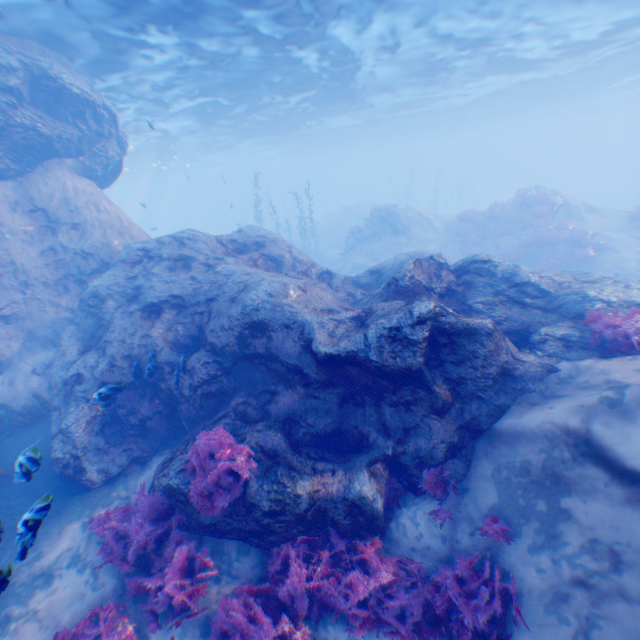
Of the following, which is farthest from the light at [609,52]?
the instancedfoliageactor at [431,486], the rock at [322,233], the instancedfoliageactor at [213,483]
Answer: the rock at [322,233]

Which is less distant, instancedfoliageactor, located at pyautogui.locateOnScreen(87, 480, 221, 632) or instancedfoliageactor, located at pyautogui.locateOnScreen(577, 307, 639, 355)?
instancedfoliageactor, located at pyautogui.locateOnScreen(87, 480, 221, 632)

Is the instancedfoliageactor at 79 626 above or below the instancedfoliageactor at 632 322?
below

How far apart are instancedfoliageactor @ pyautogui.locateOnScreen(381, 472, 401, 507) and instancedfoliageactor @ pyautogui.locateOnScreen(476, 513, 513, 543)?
1.28m

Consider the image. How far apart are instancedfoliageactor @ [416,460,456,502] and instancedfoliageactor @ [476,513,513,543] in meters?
0.5

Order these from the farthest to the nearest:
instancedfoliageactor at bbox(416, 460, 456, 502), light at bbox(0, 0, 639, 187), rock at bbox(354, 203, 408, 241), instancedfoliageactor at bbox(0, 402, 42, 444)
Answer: rock at bbox(354, 203, 408, 241), light at bbox(0, 0, 639, 187), instancedfoliageactor at bbox(0, 402, 42, 444), instancedfoliageactor at bbox(416, 460, 456, 502)

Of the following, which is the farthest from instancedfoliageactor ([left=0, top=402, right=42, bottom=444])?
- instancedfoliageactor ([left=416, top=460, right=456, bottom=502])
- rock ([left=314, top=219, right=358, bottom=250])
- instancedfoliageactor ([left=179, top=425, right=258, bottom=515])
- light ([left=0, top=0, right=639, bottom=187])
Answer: rock ([left=314, top=219, right=358, bottom=250])

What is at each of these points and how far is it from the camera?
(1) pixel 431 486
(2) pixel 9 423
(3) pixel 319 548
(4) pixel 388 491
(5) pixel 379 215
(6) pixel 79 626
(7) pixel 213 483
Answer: (1) instancedfoliageactor, 6.0m
(2) instancedfoliageactor, 9.0m
(3) instancedfoliageactor, 5.4m
(4) instancedfoliageactor, 6.4m
(5) rock, 26.0m
(6) instancedfoliageactor, 4.7m
(7) instancedfoliageactor, 5.5m
